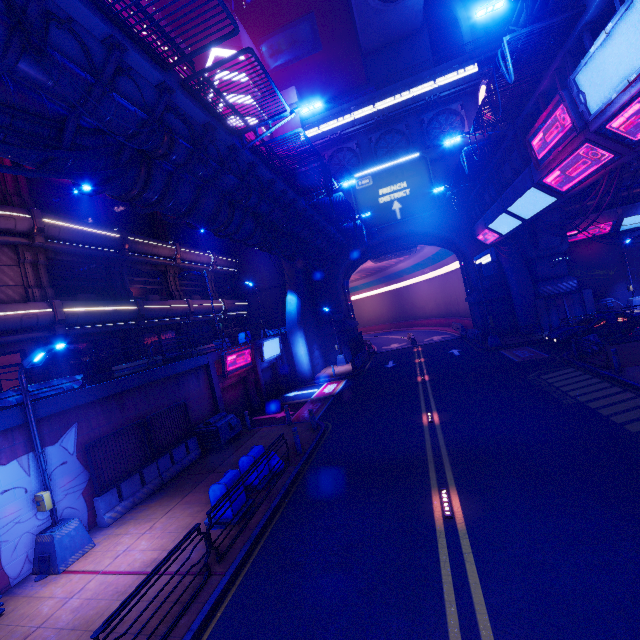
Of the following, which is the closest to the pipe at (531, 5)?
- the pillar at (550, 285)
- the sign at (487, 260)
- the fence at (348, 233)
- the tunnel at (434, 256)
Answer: the fence at (348, 233)

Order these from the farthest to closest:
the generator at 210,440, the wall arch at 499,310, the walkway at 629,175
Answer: the wall arch at 499,310, the walkway at 629,175, the generator at 210,440

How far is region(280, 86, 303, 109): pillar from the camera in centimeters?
3544cm

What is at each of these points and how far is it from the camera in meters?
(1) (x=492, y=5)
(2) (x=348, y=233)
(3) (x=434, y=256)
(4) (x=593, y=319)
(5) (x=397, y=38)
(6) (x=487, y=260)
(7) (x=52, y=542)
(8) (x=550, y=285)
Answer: (1) street light, 9.0 m
(2) fence, 30.2 m
(3) tunnel, 43.3 m
(4) car, 20.3 m
(5) building, 39.4 m
(6) sign, 21.9 m
(7) street light, 8.9 m
(8) pillar, 26.9 m

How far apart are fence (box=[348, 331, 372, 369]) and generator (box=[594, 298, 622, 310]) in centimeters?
1981cm

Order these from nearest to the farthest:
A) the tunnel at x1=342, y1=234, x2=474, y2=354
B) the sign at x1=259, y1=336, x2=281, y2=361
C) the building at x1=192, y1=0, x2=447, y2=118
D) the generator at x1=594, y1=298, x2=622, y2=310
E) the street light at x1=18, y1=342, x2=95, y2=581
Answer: the street light at x1=18, y1=342, x2=95, y2=581
the sign at x1=259, y1=336, x2=281, y2=361
the generator at x1=594, y1=298, x2=622, y2=310
the tunnel at x1=342, y1=234, x2=474, y2=354
the building at x1=192, y1=0, x2=447, y2=118

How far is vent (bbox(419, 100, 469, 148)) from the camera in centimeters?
3180cm

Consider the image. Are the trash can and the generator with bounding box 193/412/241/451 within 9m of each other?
yes
